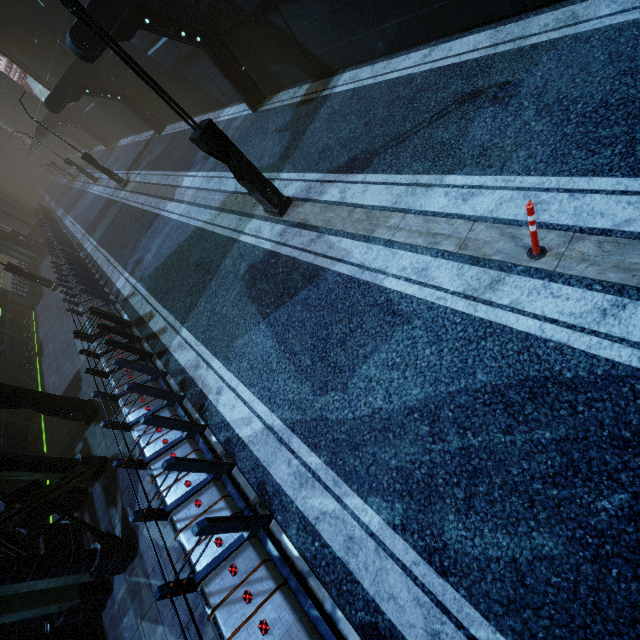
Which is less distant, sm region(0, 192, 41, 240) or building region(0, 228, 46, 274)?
building region(0, 228, 46, 274)

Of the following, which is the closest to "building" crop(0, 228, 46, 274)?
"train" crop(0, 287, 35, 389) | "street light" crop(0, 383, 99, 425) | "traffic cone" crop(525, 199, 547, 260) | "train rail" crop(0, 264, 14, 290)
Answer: "train rail" crop(0, 264, 14, 290)

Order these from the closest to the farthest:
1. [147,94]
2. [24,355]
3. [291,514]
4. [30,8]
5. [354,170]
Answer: [291,514] < [354,170] < [24,355] < [30,8] < [147,94]

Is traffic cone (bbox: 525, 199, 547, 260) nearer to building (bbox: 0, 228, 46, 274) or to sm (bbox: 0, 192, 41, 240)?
building (bbox: 0, 228, 46, 274)

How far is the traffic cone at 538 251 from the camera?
3.4m

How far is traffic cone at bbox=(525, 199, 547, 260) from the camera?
3.4 meters

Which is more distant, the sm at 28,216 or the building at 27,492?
the sm at 28,216

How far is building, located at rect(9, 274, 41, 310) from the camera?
20.3m
